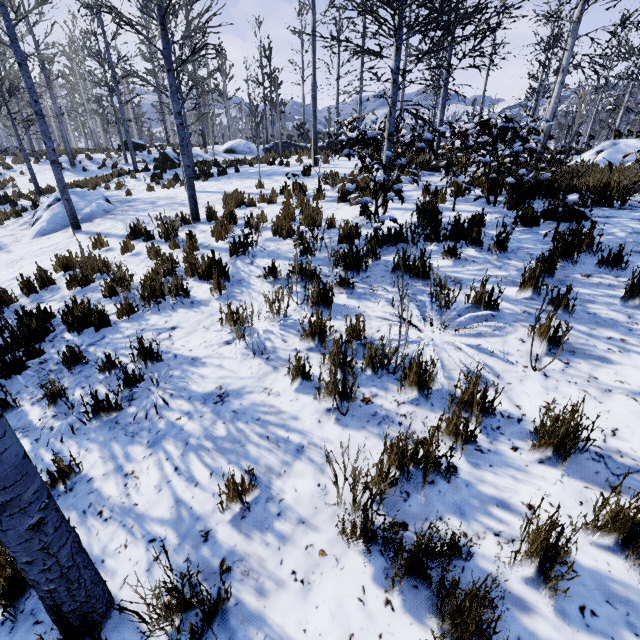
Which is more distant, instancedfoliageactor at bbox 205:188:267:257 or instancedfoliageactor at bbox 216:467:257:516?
instancedfoliageactor at bbox 205:188:267:257

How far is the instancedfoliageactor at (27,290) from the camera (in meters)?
5.86

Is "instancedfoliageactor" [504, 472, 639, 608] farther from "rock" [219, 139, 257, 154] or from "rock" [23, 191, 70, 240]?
"rock" [219, 139, 257, 154]

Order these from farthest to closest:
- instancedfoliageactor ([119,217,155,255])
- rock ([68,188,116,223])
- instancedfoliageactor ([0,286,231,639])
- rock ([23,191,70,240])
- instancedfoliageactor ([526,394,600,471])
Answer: rock ([68,188,116,223])
rock ([23,191,70,240])
instancedfoliageactor ([119,217,155,255])
instancedfoliageactor ([526,394,600,471])
instancedfoliageactor ([0,286,231,639])

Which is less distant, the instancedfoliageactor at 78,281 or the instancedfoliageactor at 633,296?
the instancedfoliageactor at 633,296

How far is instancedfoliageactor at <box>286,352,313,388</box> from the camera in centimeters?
301cm

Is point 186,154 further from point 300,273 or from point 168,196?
point 300,273

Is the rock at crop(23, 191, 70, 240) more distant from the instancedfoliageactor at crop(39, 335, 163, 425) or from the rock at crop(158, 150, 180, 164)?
the rock at crop(158, 150, 180, 164)
